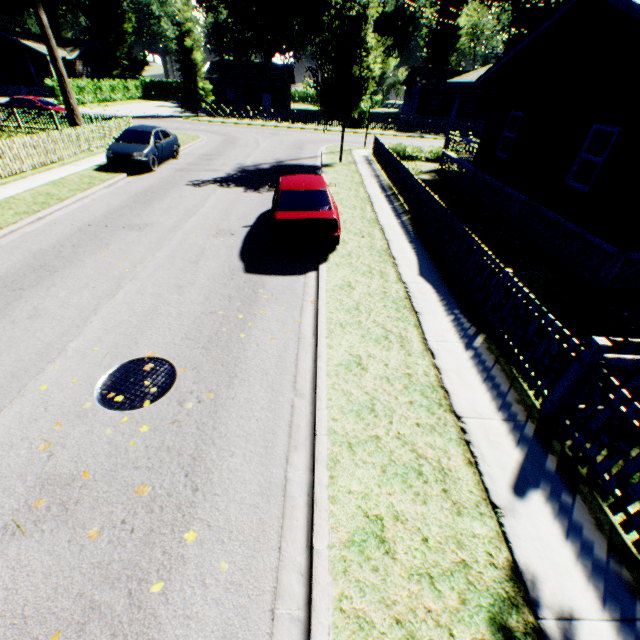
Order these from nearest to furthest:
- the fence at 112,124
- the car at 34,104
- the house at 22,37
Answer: the fence at 112,124 < the car at 34,104 < the house at 22,37

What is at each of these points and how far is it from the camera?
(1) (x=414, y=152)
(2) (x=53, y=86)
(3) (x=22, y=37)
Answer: (1) hedge, 22.1m
(2) hedge, 33.9m
(3) house, 39.9m

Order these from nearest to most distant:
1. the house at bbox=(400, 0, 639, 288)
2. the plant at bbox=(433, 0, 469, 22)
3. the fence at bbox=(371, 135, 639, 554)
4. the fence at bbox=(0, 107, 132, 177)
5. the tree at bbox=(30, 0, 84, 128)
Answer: the fence at bbox=(371, 135, 639, 554), the house at bbox=(400, 0, 639, 288), the fence at bbox=(0, 107, 132, 177), the tree at bbox=(30, 0, 84, 128), the plant at bbox=(433, 0, 469, 22)

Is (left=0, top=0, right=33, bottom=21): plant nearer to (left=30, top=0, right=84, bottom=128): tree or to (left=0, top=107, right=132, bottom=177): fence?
(left=0, top=107, right=132, bottom=177): fence

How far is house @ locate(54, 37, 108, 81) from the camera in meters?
43.9

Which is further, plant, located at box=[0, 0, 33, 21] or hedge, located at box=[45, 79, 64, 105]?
plant, located at box=[0, 0, 33, 21]

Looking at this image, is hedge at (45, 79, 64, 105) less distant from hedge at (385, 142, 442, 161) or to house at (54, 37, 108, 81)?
house at (54, 37, 108, 81)

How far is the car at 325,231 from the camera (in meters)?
Answer: 8.25
